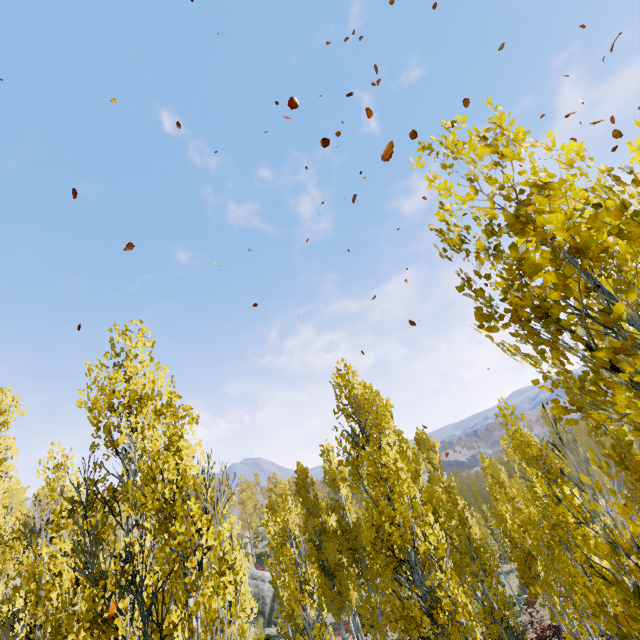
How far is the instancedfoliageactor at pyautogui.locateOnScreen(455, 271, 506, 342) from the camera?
1.7m

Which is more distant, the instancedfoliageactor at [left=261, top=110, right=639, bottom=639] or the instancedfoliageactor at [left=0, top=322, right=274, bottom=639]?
the instancedfoliageactor at [left=0, top=322, right=274, bottom=639]

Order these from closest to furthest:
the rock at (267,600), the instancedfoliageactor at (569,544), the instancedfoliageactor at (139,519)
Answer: the instancedfoliageactor at (569,544), the instancedfoliageactor at (139,519), the rock at (267,600)

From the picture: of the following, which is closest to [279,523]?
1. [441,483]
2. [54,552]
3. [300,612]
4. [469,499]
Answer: [300,612]

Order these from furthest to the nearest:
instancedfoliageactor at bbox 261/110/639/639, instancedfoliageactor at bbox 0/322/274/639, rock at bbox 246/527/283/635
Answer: rock at bbox 246/527/283/635 → instancedfoliageactor at bbox 0/322/274/639 → instancedfoliageactor at bbox 261/110/639/639

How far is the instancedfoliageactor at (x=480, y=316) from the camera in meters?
1.7 m

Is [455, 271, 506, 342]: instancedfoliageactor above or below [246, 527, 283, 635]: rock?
above
